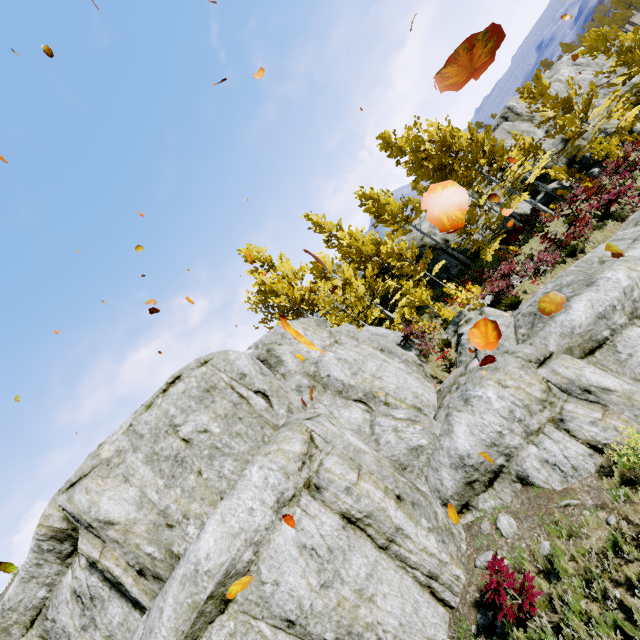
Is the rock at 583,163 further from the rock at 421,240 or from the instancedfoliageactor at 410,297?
the instancedfoliageactor at 410,297

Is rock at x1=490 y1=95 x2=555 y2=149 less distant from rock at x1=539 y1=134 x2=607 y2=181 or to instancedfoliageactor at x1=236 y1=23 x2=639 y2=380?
instancedfoliageactor at x1=236 y1=23 x2=639 y2=380

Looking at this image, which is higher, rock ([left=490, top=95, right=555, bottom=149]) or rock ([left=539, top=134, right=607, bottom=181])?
rock ([left=490, top=95, right=555, bottom=149])

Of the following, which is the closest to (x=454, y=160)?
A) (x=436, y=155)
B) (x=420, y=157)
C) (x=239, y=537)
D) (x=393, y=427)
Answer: (x=436, y=155)

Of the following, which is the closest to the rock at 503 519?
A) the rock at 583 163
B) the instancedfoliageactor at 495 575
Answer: the instancedfoliageactor at 495 575

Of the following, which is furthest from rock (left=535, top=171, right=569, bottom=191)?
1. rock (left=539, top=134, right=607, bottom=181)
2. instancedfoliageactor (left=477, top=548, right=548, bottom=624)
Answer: rock (left=539, top=134, right=607, bottom=181)

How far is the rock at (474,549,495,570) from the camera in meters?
6.6 m

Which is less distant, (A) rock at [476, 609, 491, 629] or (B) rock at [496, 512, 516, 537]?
(A) rock at [476, 609, 491, 629]
